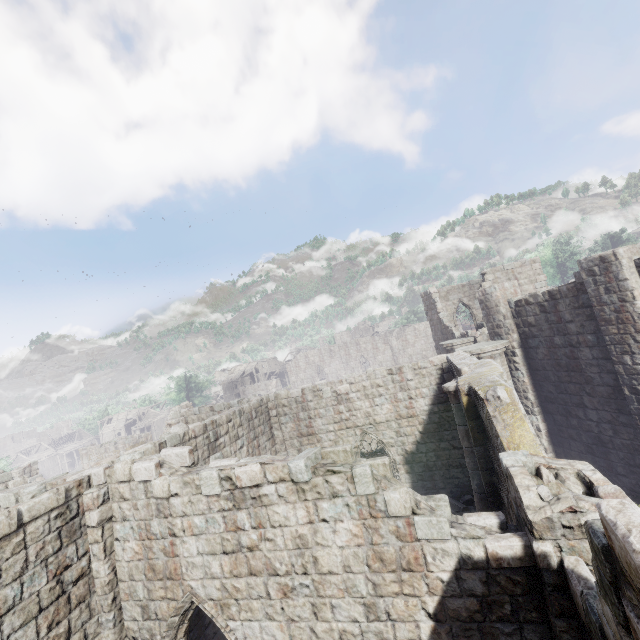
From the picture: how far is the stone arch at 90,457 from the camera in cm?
3081

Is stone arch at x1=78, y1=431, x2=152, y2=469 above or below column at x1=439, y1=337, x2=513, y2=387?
below

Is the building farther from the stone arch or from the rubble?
the stone arch

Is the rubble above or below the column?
below

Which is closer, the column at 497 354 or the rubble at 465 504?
the rubble at 465 504

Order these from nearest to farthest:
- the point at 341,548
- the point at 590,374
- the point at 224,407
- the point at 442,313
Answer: the point at 341,548 → the point at 590,374 → the point at 224,407 → the point at 442,313

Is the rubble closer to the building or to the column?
the building

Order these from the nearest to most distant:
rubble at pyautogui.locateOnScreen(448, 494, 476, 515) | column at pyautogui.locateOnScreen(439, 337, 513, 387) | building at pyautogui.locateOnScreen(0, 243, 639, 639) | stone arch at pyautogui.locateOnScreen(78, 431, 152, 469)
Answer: building at pyautogui.locateOnScreen(0, 243, 639, 639)
rubble at pyautogui.locateOnScreen(448, 494, 476, 515)
column at pyautogui.locateOnScreen(439, 337, 513, 387)
stone arch at pyautogui.locateOnScreen(78, 431, 152, 469)
